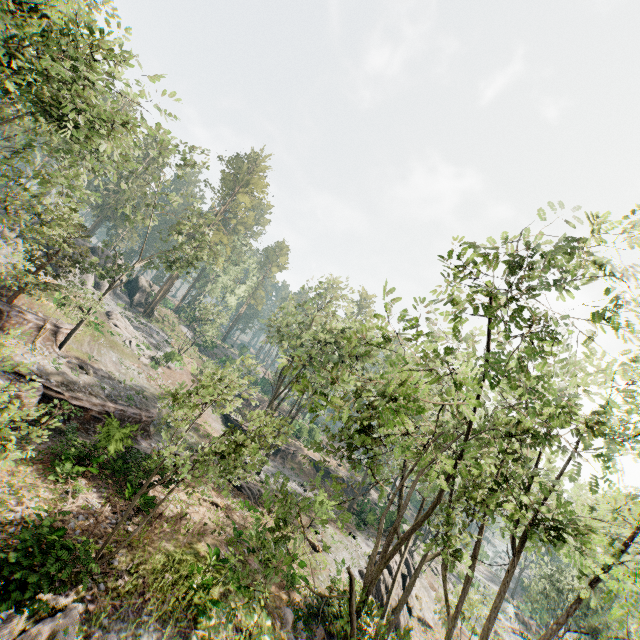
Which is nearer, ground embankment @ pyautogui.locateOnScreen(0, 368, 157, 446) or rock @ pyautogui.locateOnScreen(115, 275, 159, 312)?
ground embankment @ pyautogui.locateOnScreen(0, 368, 157, 446)

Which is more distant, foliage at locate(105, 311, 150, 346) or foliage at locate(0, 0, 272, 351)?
foliage at locate(105, 311, 150, 346)

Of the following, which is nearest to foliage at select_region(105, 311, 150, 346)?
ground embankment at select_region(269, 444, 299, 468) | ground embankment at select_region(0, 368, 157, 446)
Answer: ground embankment at select_region(0, 368, 157, 446)

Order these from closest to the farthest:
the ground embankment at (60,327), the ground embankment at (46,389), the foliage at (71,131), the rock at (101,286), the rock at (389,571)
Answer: the foliage at (71,131) < the ground embankment at (46,389) < the ground embankment at (60,327) < the rock at (389,571) < the rock at (101,286)

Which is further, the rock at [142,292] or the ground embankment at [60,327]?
the rock at [142,292]

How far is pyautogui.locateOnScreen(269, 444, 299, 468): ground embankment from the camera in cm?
4022

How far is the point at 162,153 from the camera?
21.6 meters

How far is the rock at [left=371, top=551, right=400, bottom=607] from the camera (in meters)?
23.95
